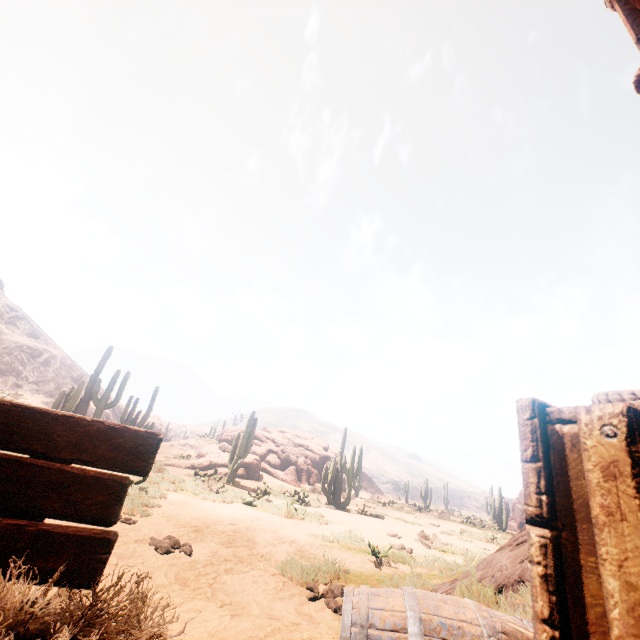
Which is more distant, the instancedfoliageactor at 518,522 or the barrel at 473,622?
the instancedfoliageactor at 518,522

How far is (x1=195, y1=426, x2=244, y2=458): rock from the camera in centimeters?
2613cm

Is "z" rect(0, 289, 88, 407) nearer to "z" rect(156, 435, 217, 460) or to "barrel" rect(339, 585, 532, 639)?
"z" rect(156, 435, 217, 460)

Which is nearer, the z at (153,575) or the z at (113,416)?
the z at (153,575)

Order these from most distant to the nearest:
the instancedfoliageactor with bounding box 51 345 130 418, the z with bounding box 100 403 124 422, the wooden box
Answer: the z with bounding box 100 403 124 422 < the instancedfoliageactor with bounding box 51 345 130 418 < the wooden box

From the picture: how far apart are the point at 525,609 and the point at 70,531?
3.9m

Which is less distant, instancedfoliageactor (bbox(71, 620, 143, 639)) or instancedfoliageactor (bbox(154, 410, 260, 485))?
instancedfoliageactor (bbox(71, 620, 143, 639))

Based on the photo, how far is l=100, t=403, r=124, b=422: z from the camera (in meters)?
44.55
